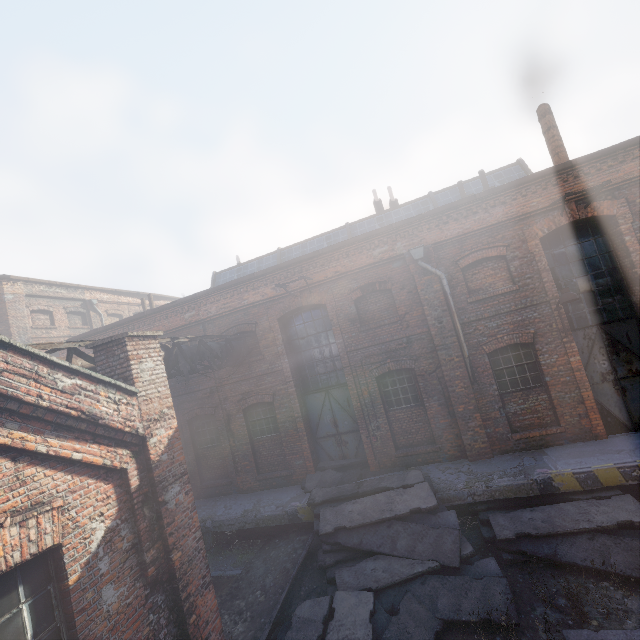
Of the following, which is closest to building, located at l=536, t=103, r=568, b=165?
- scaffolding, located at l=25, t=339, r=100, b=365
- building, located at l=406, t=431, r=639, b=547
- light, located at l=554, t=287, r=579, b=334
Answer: light, located at l=554, t=287, r=579, b=334

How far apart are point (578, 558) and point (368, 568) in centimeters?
422cm

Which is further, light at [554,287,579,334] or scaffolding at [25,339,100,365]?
light at [554,287,579,334]

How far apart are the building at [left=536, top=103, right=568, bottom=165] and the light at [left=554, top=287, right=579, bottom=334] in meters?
5.9

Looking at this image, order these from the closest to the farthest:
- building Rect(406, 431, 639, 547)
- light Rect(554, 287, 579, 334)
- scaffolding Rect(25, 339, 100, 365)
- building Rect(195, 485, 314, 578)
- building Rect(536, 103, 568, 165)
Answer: scaffolding Rect(25, 339, 100, 365)
building Rect(406, 431, 639, 547)
light Rect(554, 287, 579, 334)
building Rect(195, 485, 314, 578)
building Rect(536, 103, 568, 165)

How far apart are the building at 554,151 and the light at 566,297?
5.9m

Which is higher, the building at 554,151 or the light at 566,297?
the building at 554,151

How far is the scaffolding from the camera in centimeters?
502cm
